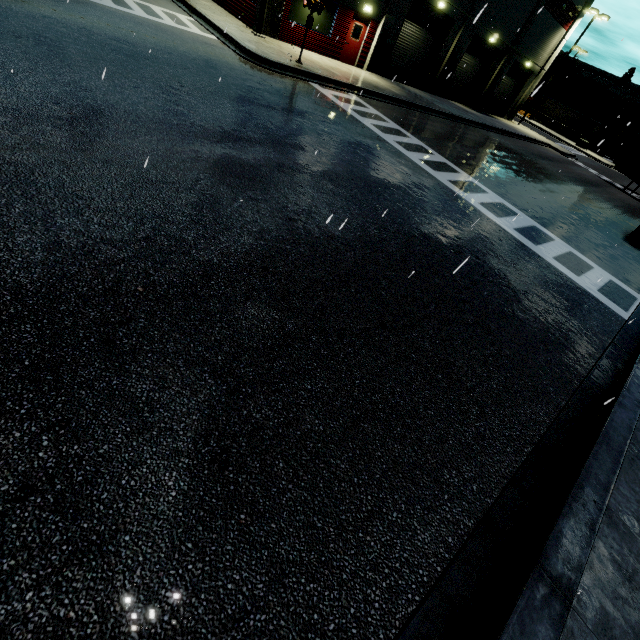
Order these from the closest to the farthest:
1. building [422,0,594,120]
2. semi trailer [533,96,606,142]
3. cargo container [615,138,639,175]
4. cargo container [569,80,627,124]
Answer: building [422,0,594,120]
cargo container [615,138,639,175]
semi trailer [533,96,606,142]
cargo container [569,80,627,124]

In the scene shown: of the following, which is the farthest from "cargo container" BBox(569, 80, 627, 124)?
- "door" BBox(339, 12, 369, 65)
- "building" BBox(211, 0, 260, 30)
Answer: "door" BBox(339, 12, 369, 65)

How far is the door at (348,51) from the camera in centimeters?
1922cm

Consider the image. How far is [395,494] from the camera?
3.0 meters

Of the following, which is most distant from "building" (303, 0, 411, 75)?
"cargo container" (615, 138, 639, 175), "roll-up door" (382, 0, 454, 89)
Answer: "cargo container" (615, 138, 639, 175)

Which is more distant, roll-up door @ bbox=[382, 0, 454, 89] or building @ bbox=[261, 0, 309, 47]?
roll-up door @ bbox=[382, 0, 454, 89]

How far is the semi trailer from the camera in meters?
55.2

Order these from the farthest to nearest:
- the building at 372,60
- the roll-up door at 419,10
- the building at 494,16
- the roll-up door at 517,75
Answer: the roll-up door at 517,75 → the building at 494,16 → the roll-up door at 419,10 → the building at 372,60
